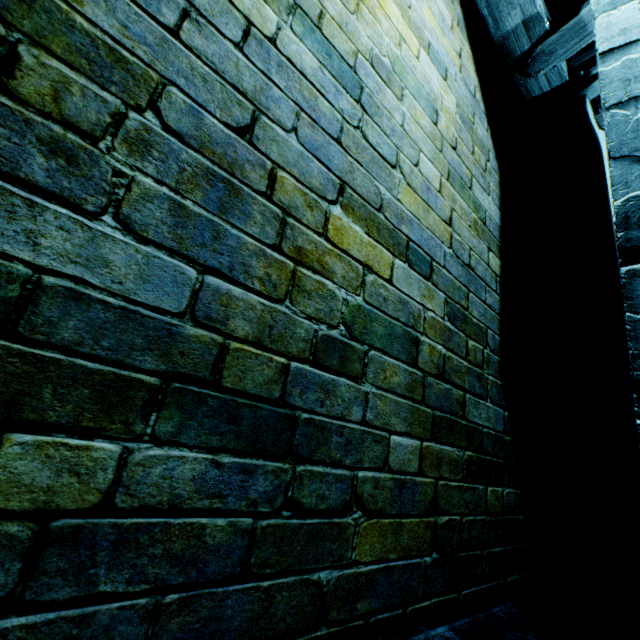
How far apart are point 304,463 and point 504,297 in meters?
2.8
